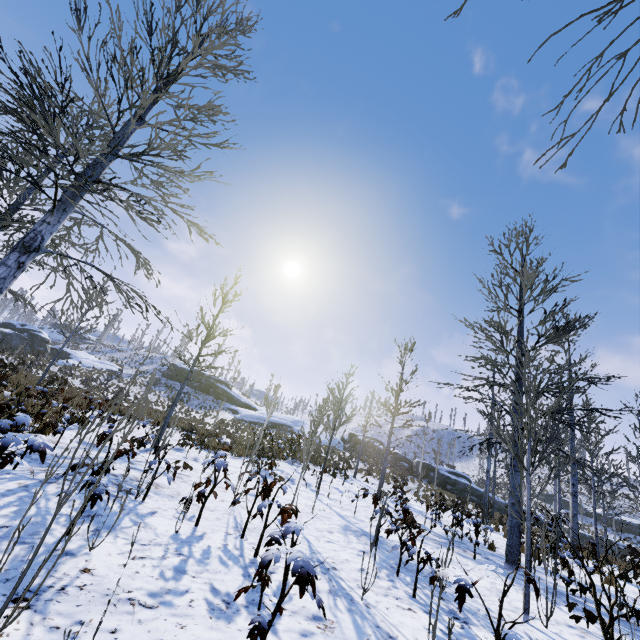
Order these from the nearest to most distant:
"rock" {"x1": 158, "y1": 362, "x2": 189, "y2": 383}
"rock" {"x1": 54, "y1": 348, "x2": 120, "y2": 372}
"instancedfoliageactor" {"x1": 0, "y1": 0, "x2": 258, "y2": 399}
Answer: "instancedfoliageactor" {"x1": 0, "y1": 0, "x2": 258, "y2": 399} < "rock" {"x1": 54, "y1": 348, "x2": 120, "y2": 372} < "rock" {"x1": 158, "y1": 362, "x2": 189, "y2": 383}

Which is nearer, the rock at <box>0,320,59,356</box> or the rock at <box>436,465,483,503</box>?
the rock at <box>436,465,483,503</box>

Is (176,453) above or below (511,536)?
below

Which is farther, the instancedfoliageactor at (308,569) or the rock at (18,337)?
the rock at (18,337)

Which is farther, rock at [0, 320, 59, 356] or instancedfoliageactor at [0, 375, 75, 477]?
rock at [0, 320, 59, 356]

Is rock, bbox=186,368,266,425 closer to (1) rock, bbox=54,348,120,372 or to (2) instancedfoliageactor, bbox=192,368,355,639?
(1) rock, bbox=54,348,120,372

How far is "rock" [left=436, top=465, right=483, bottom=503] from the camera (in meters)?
30.80

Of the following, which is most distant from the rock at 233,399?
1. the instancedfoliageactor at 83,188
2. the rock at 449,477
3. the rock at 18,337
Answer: the instancedfoliageactor at 83,188
